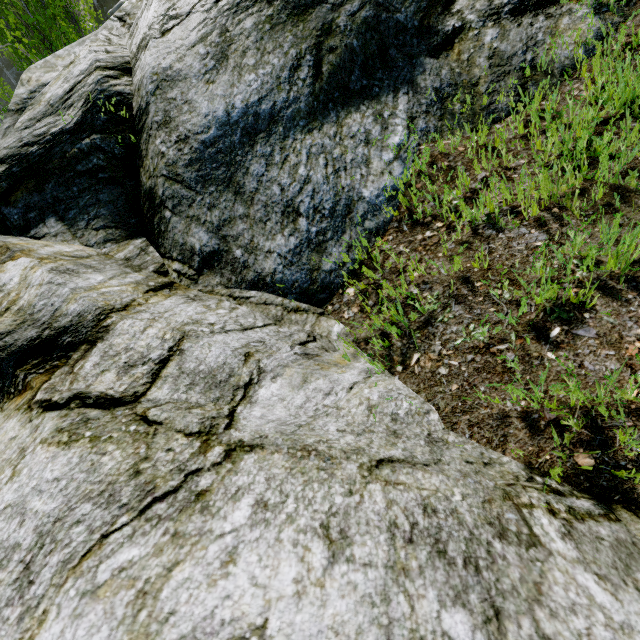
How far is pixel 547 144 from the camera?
1.78m

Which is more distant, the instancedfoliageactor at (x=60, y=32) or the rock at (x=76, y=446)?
the instancedfoliageactor at (x=60, y=32)

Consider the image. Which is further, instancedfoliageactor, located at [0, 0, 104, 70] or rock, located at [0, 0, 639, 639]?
instancedfoliageactor, located at [0, 0, 104, 70]
